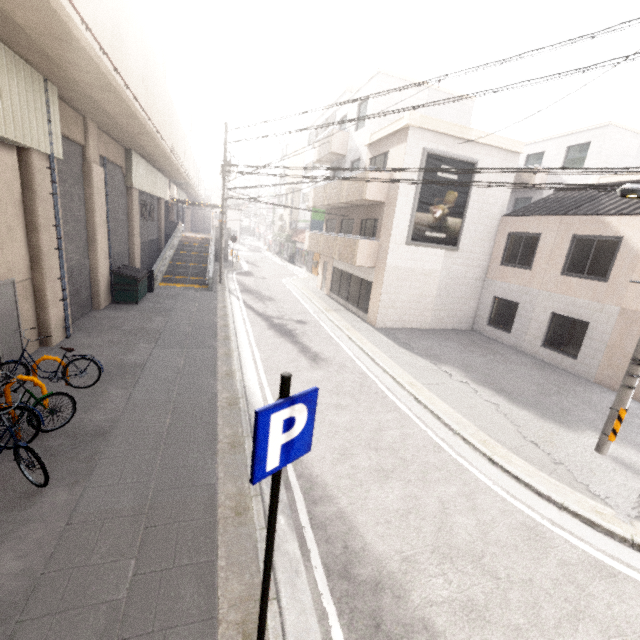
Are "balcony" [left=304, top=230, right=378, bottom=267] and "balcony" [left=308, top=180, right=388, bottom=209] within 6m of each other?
yes

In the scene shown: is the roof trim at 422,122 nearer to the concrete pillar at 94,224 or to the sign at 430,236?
the sign at 430,236

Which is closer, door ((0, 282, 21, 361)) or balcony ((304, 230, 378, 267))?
door ((0, 282, 21, 361))

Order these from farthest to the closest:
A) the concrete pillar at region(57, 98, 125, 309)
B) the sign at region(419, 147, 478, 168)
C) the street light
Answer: the sign at region(419, 147, 478, 168)
the concrete pillar at region(57, 98, 125, 309)
the street light

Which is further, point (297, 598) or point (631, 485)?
point (631, 485)

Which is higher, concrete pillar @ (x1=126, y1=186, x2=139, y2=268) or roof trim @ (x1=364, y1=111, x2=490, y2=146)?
roof trim @ (x1=364, y1=111, x2=490, y2=146)

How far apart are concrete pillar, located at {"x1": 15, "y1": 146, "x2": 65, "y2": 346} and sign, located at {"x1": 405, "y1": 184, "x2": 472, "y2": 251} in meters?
12.5 m

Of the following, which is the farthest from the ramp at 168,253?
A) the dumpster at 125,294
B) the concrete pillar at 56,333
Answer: the concrete pillar at 56,333
